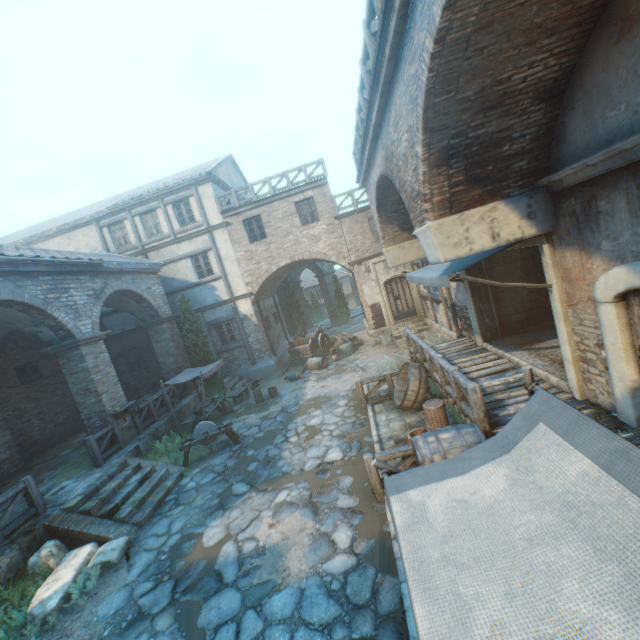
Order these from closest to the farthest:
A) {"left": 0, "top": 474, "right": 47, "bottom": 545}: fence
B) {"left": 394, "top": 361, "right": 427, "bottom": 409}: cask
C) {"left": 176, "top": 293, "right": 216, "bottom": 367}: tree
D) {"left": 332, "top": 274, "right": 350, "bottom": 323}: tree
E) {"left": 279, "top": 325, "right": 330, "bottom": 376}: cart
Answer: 1. {"left": 0, "top": 474, "right": 47, "bottom": 545}: fence
2. {"left": 394, "top": 361, "right": 427, "bottom": 409}: cask
3. {"left": 176, "top": 293, "right": 216, "bottom": 367}: tree
4. {"left": 279, "top": 325, "right": 330, "bottom": 376}: cart
5. {"left": 332, "top": 274, "right": 350, "bottom": 323}: tree

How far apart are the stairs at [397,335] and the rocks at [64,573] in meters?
12.4 m

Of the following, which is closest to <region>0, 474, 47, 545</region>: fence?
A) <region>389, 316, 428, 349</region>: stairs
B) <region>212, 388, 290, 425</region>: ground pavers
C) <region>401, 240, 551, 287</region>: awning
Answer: <region>212, 388, 290, 425</region>: ground pavers

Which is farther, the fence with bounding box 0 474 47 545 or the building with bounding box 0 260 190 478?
the building with bounding box 0 260 190 478

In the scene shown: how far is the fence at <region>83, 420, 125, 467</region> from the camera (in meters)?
9.84

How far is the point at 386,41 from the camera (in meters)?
4.45

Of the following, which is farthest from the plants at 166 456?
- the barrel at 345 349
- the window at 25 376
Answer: the barrel at 345 349

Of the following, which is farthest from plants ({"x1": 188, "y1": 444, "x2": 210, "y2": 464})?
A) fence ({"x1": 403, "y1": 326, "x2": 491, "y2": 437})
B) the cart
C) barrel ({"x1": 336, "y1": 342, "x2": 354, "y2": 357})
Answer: barrel ({"x1": 336, "y1": 342, "x2": 354, "y2": 357})
